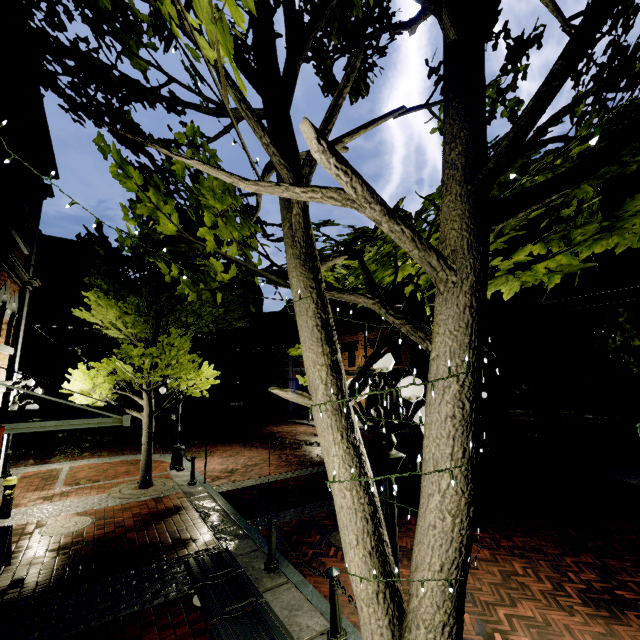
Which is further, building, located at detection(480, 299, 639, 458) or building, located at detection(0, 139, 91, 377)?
building, located at detection(480, 299, 639, 458)

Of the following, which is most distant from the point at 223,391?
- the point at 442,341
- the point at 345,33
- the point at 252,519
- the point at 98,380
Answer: the point at 442,341

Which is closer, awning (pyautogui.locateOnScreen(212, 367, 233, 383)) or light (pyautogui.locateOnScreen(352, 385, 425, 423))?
light (pyautogui.locateOnScreen(352, 385, 425, 423))

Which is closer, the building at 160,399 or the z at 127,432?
the z at 127,432

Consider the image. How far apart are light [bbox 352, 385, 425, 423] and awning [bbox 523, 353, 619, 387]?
10.7m

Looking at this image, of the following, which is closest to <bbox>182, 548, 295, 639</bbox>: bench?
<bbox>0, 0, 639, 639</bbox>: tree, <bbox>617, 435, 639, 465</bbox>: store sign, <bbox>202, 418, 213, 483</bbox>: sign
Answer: <bbox>0, 0, 639, 639</bbox>: tree

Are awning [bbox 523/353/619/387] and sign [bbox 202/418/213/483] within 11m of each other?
no

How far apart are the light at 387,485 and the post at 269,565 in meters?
2.9 m
